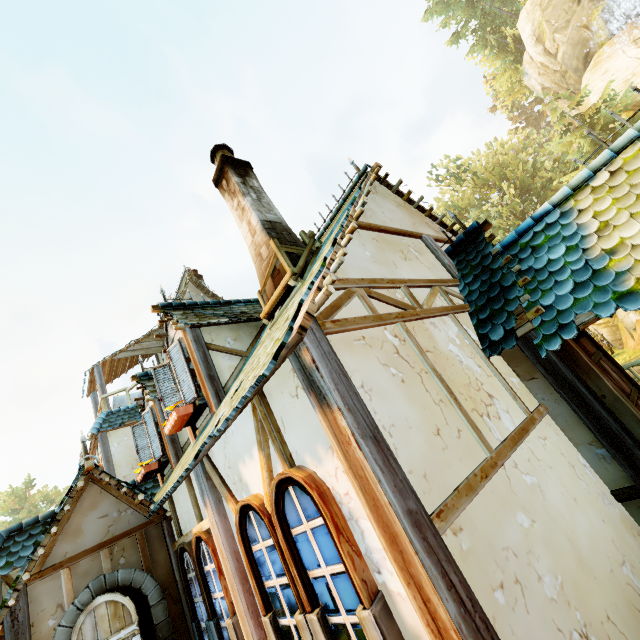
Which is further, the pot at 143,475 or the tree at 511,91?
the tree at 511,91

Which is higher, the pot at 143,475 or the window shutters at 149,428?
the window shutters at 149,428

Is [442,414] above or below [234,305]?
below

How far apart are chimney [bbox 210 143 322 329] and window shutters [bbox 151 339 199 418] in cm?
189

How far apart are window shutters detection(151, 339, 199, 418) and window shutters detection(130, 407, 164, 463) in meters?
2.5

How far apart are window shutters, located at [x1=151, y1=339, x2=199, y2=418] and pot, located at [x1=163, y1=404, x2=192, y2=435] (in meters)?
0.16

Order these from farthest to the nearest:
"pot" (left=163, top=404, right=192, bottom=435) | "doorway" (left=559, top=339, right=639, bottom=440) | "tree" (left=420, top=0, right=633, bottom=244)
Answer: "tree" (left=420, top=0, right=633, bottom=244) → "pot" (left=163, top=404, right=192, bottom=435) → "doorway" (left=559, top=339, right=639, bottom=440)

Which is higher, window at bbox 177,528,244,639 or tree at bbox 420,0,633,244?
tree at bbox 420,0,633,244
